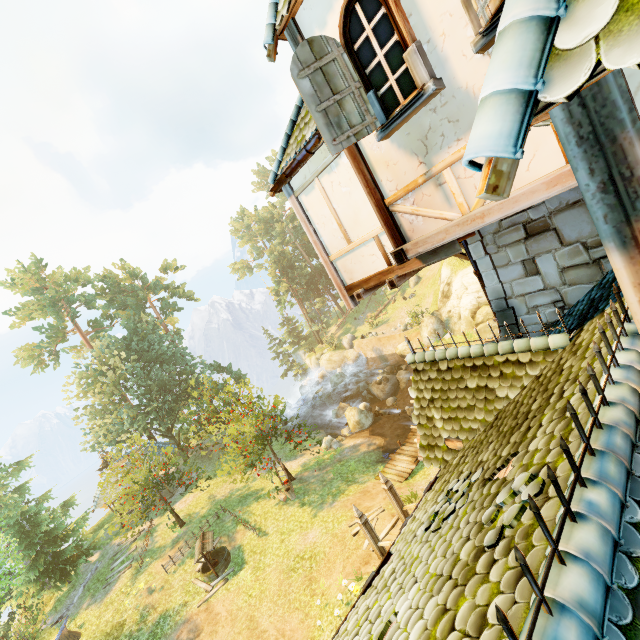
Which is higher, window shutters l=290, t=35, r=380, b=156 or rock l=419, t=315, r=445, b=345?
window shutters l=290, t=35, r=380, b=156

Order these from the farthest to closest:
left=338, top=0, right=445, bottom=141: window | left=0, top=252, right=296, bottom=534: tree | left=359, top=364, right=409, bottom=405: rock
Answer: left=359, top=364, right=409, bottom=405: rock, left=0, top=252, right=296, bottom=534: tree, left=338, top=0, right=445, bottom=141: window

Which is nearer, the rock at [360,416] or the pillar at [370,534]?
the pillar at [370,534]

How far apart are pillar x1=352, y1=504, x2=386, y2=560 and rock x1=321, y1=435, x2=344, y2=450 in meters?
10.8 m

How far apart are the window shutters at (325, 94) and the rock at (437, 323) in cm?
2781

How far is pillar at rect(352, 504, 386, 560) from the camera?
11.3m

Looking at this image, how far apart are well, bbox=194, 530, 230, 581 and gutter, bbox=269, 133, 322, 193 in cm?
1750

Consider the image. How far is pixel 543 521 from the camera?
1.6m
